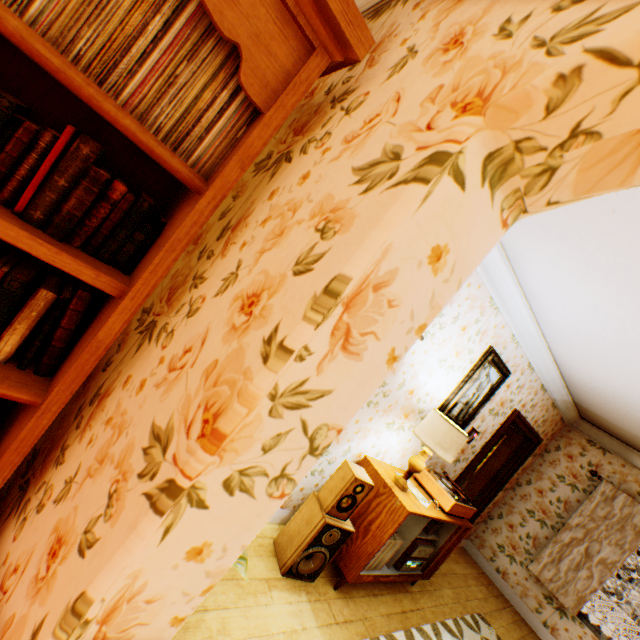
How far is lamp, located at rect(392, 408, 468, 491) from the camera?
2.8 meters

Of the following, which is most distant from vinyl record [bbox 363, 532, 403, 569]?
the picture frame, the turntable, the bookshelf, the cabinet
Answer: the bookshelf

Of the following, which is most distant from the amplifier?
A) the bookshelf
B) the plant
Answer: the bookshelf

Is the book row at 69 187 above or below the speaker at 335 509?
above

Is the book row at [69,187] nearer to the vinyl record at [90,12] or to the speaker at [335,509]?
the vinyl record at [90,12]

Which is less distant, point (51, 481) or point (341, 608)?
point (51, 481)

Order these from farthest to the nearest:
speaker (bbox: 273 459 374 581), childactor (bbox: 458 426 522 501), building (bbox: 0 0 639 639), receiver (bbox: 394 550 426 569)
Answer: childactor (bbox: 458 426 522 501), receiver (bbox: 394 550 426 569), speaker (bbox: 273 459 374 581), building (bbox: 0 0 639 639)

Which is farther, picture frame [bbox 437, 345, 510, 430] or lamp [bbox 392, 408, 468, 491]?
picture frame [bbox 437, 345, 510, 430]
